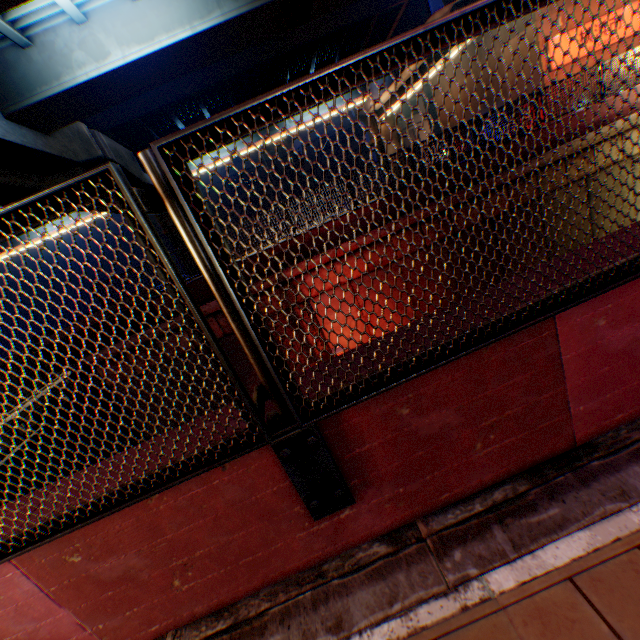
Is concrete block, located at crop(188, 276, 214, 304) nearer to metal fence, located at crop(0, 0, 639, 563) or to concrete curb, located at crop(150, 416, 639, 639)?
metal fence, located at crop(0, 0, 639, 563)

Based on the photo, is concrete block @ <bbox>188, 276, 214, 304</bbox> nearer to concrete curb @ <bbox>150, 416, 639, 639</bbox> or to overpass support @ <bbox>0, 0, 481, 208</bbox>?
overpass support @ <bbox>0, 0, 481, 208</bbox>

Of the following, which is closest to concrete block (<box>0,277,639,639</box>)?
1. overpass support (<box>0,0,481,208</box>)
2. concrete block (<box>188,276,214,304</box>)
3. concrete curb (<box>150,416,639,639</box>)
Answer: concrete curb (<box>150,416,639,639</box>)

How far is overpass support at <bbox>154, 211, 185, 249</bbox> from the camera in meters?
30.3 m

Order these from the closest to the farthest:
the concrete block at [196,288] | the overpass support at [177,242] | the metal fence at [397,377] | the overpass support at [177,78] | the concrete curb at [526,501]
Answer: the metal fence at [397,377]
the concrete curb at [526,501]
the overpass support at [177,78]
the concrete block at [196,288]
the overpass support at [177,242]

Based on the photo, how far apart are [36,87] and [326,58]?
16.2m

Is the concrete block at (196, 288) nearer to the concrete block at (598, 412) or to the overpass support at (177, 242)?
the overpass support at (177, 242)

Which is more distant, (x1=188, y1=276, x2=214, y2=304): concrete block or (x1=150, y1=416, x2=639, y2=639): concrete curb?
(x1=188, y1=276, x2=214, y2=304): concrete block
